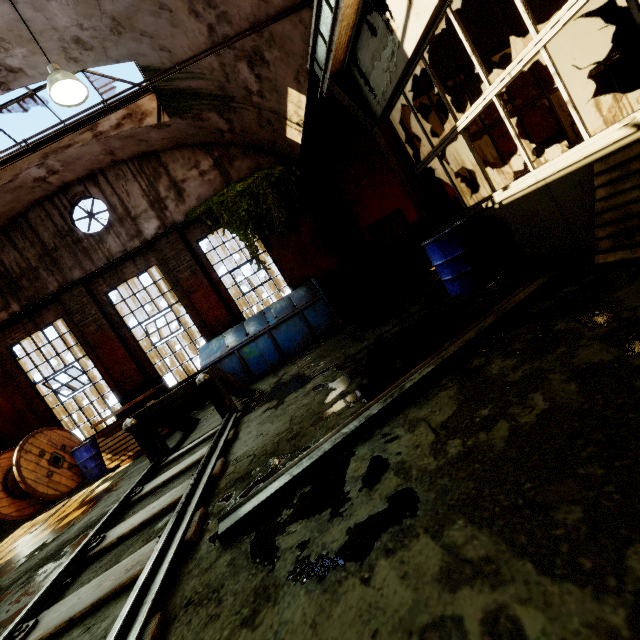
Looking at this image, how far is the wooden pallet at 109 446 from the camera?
7.9 meters

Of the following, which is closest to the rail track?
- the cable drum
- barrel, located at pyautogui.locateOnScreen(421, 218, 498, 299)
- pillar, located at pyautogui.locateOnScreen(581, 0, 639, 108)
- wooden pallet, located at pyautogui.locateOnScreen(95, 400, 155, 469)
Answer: wooden pallet, located at pyautogui.locateOnScreen(95, 400, 155, 469)

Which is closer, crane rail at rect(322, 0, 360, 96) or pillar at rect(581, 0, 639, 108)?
crane rail at rect(322, 0, 360, 96)

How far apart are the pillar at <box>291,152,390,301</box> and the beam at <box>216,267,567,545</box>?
7.17m

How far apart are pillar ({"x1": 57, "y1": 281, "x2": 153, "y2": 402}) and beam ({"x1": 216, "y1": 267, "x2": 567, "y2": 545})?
8.50m

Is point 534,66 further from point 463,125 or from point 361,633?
point 361,633

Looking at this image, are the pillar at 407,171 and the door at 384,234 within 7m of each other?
yes

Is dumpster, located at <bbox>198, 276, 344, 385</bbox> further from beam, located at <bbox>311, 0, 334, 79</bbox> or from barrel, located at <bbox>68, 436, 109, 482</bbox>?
beam, located at <bbox>311, 0, 334, 79</bbox>
